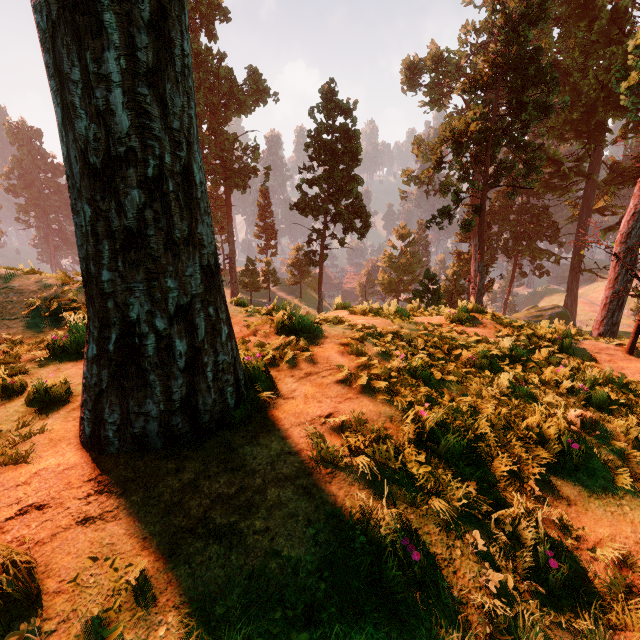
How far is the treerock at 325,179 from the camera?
27.8m

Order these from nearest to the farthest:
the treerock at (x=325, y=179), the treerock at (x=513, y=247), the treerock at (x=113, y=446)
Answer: the treerock at (x=113, y=446) < the treerock at (x=513, y=247) < the treerock at (x=325, y=179)

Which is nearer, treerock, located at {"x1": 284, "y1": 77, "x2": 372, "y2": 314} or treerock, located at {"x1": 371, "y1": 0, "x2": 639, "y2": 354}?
treerock, located at {"x1": 371, "y1": 0, "x2": 639, "y2": 354}

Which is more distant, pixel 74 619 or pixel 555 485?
pixel 555 485

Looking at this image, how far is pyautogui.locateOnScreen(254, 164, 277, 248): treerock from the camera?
39.06m
